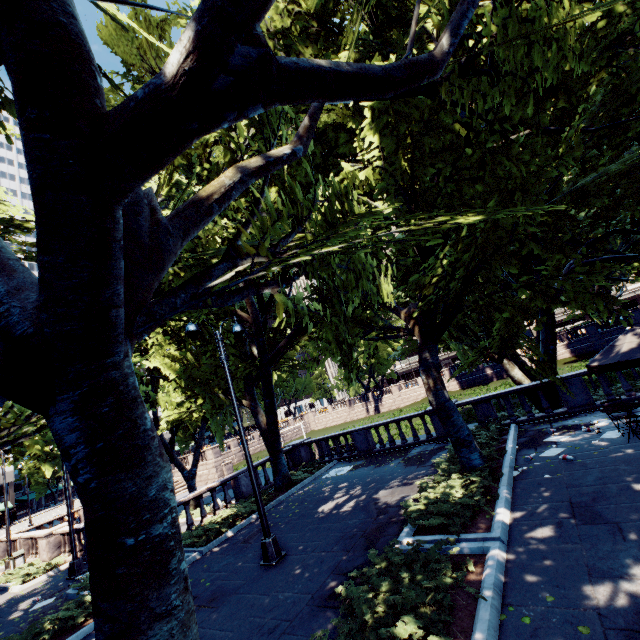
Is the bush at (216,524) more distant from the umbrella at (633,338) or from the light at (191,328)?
the umbrella at (633,338)

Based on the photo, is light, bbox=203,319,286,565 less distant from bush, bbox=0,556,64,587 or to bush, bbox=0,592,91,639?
bush, bbox=0,592,91,639

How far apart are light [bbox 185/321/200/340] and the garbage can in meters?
18.8 m

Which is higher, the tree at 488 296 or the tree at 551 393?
the tree at 488 296

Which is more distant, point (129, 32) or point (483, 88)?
point (129, 32)

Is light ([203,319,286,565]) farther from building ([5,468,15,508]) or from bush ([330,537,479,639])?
building ([5,468,15,508])

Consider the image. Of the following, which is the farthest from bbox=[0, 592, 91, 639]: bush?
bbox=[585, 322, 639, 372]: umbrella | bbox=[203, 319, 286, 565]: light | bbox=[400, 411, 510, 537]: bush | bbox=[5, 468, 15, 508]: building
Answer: bbox=[5, 468, 15, 508]: building

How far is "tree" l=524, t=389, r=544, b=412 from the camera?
15.1 meters
